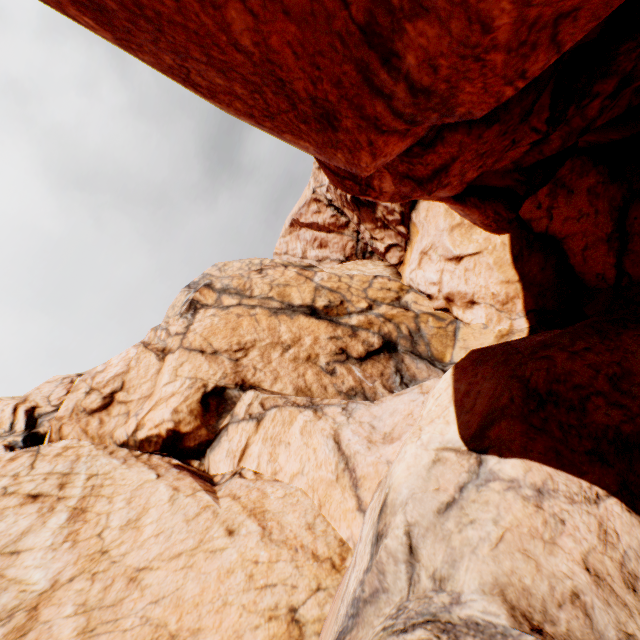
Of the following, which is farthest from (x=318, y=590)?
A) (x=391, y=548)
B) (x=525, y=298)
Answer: (x=525, y=298)
